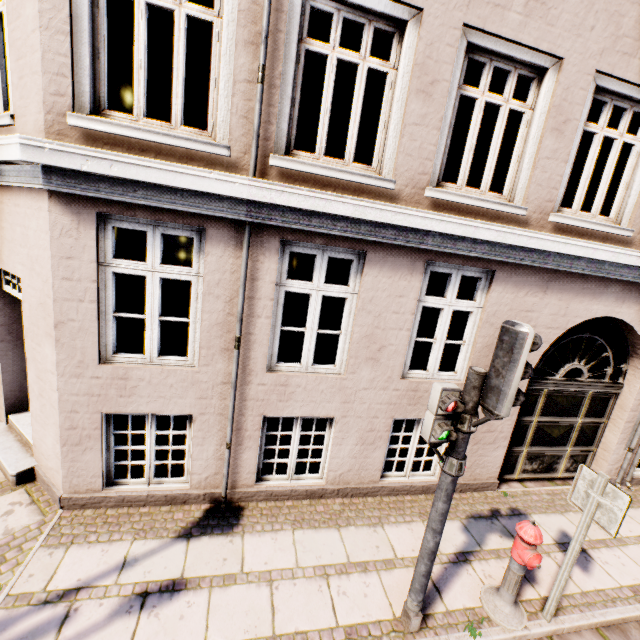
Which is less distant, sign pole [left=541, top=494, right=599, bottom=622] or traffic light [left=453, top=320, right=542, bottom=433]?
traffic light [left=453, top=320, right=542, bottom=433]

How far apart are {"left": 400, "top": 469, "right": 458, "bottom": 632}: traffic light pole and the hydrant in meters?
0.9

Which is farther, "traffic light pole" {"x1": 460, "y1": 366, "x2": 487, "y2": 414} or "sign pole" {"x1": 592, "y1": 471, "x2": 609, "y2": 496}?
"sign pole" {"x1": 592, "y1": 471, "x2": 609, "y2": 496}

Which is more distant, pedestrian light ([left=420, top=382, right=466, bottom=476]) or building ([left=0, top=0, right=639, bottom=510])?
building ([left=0, top=0, right=639, bottom=510])

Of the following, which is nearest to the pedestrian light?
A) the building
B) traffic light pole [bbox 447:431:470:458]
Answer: traffic light pole [bbox 447:431:470:458]

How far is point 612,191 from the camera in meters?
6.8

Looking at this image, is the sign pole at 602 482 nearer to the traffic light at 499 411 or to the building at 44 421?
the traffic light at 499 411

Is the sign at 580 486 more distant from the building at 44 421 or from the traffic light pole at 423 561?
the building at 44 421
